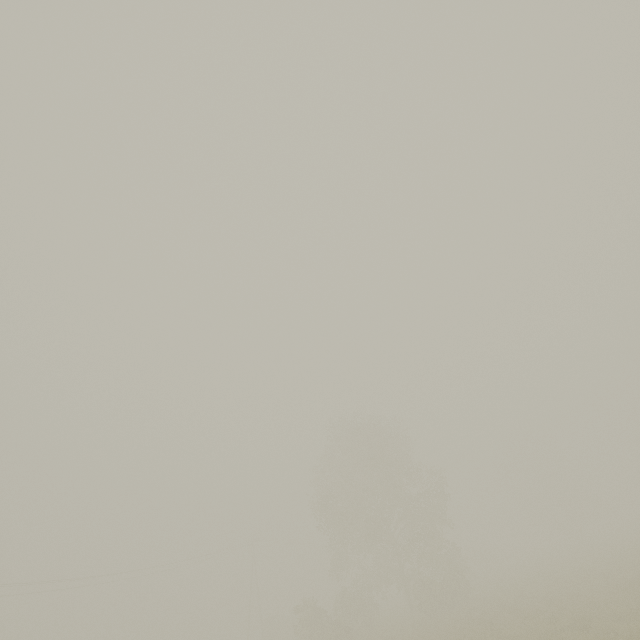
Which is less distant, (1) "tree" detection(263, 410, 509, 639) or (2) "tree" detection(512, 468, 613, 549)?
(1) "tree" detection(263, 410, 509, 639)

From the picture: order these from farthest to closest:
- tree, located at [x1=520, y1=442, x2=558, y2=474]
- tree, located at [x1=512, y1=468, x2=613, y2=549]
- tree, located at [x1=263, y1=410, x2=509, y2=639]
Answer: tree, located at [x1=520, y1=442, x2=558, y2=474] → tree, located at [x1=512, y1=468, x2=613, y2=549] → tree, located at [x1=263, y1=410, x2=509, y2=639]

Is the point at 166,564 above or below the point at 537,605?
above

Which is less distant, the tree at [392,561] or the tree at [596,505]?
the tree at [392,561]

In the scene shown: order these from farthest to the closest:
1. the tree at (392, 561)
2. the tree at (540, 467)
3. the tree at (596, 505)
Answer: the tree at (540, 467), the tree at (596, 505), the tree at (392, 561)

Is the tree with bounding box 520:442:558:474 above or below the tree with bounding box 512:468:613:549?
above

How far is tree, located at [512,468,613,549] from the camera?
51.56m
